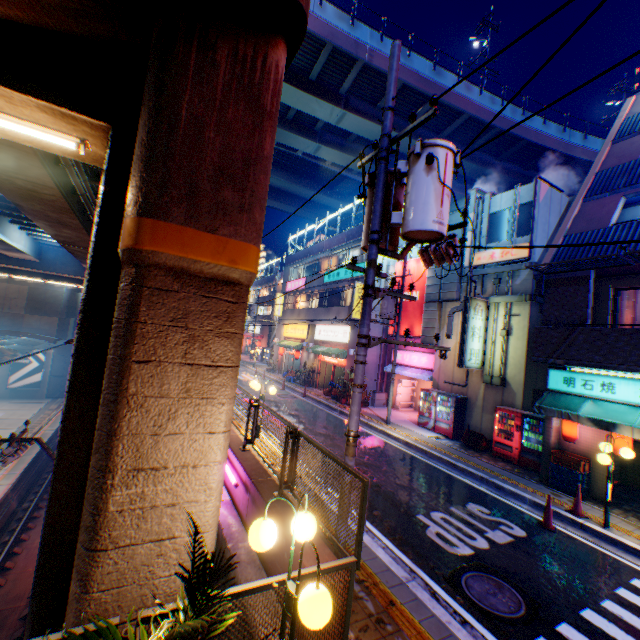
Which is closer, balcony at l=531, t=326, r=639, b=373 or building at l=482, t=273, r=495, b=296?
balcony at l=531, t=326, r=639, b=373

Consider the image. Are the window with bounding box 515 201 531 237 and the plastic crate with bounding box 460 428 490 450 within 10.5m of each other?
yes

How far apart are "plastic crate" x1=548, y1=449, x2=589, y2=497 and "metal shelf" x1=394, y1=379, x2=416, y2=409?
10.8 meters

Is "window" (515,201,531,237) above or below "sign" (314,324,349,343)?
above

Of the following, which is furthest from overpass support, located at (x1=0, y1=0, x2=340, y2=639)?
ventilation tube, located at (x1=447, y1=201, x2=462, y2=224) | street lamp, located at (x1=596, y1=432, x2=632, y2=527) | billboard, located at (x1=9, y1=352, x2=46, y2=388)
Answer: ventilation tube, located at (x1=447, y1=201, x2=462, y2=224)

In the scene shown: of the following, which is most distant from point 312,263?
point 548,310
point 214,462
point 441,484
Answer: point 214,462

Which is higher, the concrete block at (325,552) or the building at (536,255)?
the building at (536,255)

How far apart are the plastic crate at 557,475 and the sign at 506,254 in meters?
7.9
